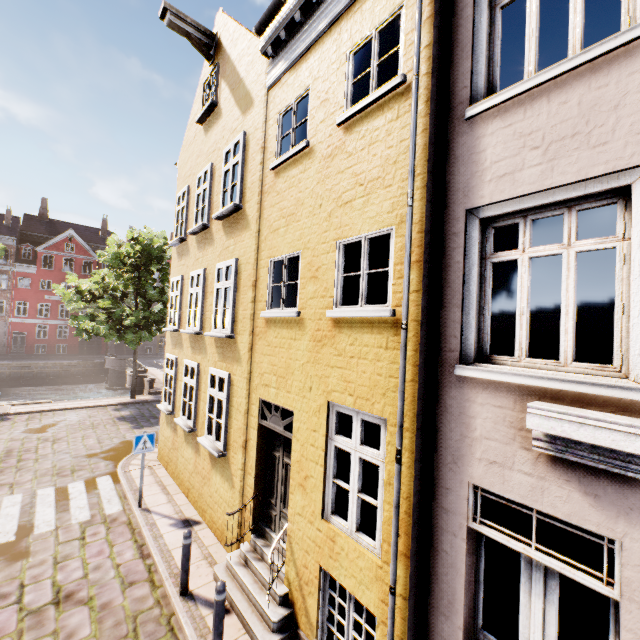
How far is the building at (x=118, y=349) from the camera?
44.0 meters

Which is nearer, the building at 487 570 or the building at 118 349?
the building at 487 570

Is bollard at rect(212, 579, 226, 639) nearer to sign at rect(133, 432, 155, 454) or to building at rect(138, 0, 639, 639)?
building at rect(138, 0, 639, 639)

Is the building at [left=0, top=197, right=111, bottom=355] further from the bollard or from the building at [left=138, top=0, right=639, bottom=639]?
the bollard

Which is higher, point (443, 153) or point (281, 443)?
point (443, 153)

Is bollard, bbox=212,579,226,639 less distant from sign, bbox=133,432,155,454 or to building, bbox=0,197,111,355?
sign, bbox=133,432,155,454

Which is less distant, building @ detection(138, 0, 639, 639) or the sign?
building @ detection(138, 0, 639, 639)

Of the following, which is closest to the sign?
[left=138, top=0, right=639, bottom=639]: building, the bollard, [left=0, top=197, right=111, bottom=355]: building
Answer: [left=138, top=0, right=639, bottom=639]: building
